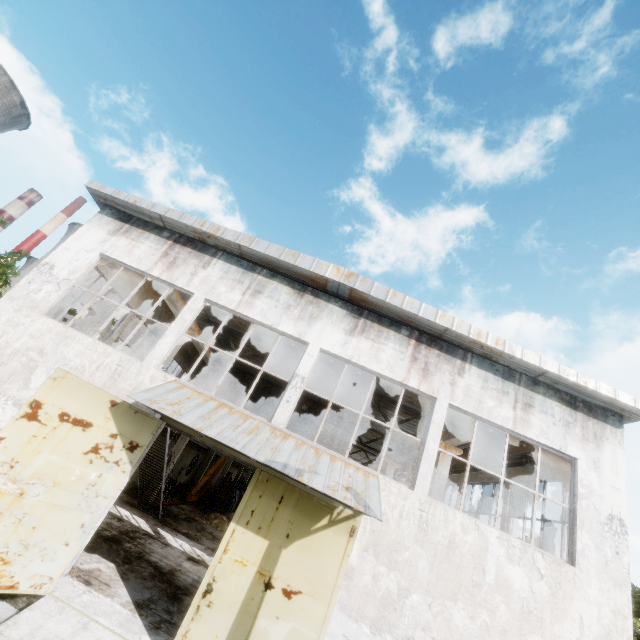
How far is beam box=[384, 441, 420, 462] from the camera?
16.06m

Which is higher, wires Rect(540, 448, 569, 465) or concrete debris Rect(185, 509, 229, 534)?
wires Rect(540, 448, 569, 465)

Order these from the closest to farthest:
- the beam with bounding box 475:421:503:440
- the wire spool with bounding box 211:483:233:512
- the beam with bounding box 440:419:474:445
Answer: the beam with bounding box 475:421:503:440, the beam with bounding box 440:419:474:445, the wire spool with bounding box 211:483:233:512

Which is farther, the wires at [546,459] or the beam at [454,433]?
the beam at [454,433]

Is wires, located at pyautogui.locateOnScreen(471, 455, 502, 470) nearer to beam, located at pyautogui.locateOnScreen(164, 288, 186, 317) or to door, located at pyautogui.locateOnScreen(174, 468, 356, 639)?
door, located at pyautogui.locateOnScreen(174, 468, 356, 639)

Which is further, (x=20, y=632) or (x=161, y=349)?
(x=161, y=349)

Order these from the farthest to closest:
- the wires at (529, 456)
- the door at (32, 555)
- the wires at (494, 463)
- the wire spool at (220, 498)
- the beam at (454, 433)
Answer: the wire spool at (220, 498) → the wires at (494, 463) → the wires at (529, 456) → the beam at (454, 433) → the door at (32, 555)
